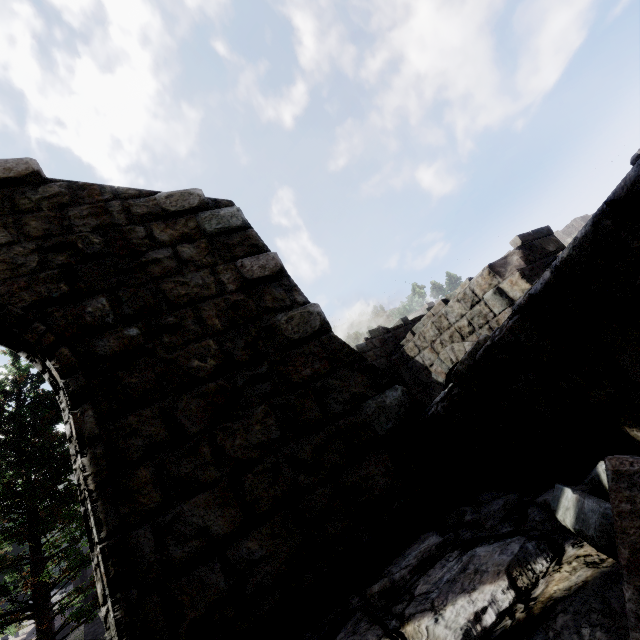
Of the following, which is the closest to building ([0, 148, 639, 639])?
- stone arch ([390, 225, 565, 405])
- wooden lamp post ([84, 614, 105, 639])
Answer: stone arch ([390, 225, 565, 405])

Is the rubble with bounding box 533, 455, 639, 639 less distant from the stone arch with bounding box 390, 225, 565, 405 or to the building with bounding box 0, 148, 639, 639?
the building with bounding box 0, 148, 639, 639

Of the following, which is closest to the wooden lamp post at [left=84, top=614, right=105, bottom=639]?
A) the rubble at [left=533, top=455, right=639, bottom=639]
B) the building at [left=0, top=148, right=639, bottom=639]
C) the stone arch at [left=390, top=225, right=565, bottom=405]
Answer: the building at [left=0, top=148, right=639, bottom=639]

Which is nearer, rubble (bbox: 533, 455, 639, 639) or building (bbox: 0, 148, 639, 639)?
rubble (bbox: 533, 455, 639, 639)

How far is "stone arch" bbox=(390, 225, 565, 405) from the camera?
6.95m

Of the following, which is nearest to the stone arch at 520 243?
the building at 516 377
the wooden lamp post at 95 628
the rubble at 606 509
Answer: the building at 516 377

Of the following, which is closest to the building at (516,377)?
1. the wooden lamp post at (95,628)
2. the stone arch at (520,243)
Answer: the stone arch at (520,243)

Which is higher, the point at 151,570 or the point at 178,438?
the point at 178,438
